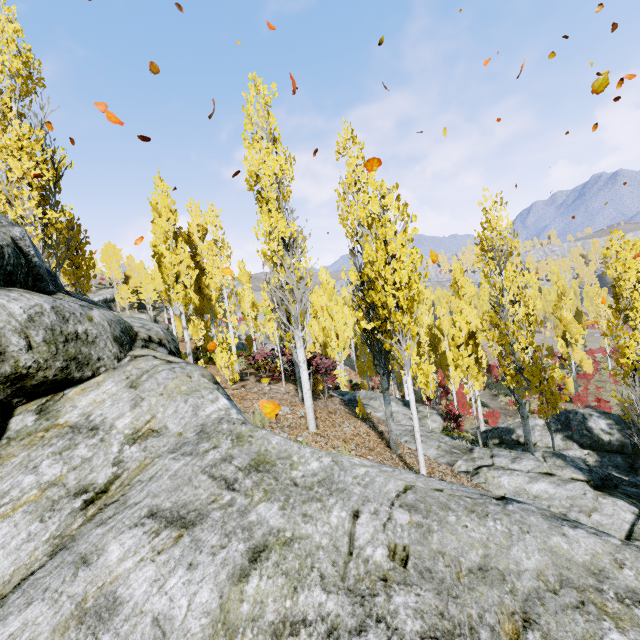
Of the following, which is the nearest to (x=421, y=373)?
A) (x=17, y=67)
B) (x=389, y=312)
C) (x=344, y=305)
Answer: (x=389, y=312)

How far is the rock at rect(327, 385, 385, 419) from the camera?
13.07m

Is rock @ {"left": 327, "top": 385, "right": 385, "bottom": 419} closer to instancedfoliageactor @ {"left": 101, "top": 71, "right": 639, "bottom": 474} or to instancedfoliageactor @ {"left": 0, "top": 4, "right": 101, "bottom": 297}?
instancedfoliageactor @ {"left": 0, "top": 4, "right": 101, "bottom": 297}

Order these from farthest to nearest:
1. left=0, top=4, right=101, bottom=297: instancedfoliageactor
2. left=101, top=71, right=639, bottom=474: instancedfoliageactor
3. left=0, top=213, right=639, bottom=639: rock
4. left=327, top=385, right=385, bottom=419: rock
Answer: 1. left=327, top=385, right=385, bottom=419: rock
2. left=0, top=4, right=101, bottom=297: instancedfoliageactor
3. left=101, top=71, right=639, bottom=474: instancedfoliageactor
4. left=0, top=213, right=639, bottom=639: rock

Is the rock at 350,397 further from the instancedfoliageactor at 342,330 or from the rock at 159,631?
the rock at 159,631

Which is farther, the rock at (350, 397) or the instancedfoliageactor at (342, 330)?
the rock at (350, 397)

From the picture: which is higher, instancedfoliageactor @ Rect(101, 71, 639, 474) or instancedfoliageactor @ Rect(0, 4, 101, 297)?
instancedfoliageactor @ Rect(0, 4, 101, 297)

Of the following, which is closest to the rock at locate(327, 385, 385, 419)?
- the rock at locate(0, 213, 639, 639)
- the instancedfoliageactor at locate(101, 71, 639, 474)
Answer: the instancedfoliageactor at locate(101, 71, 639, 474)
